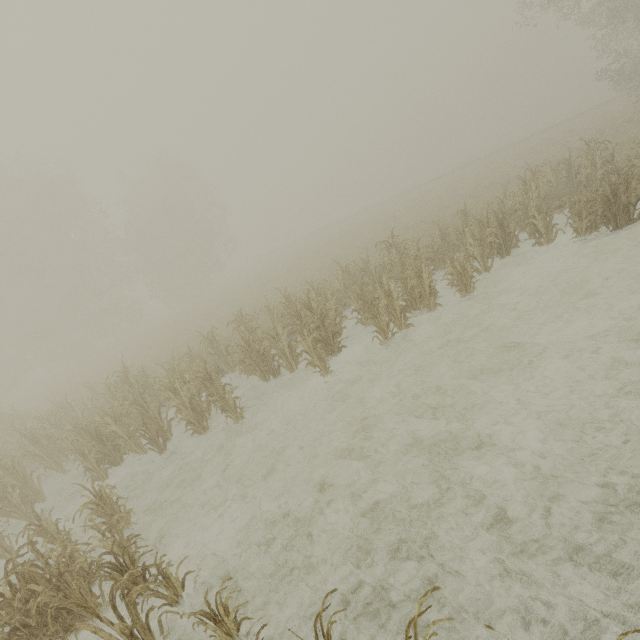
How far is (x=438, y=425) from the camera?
5.85m
